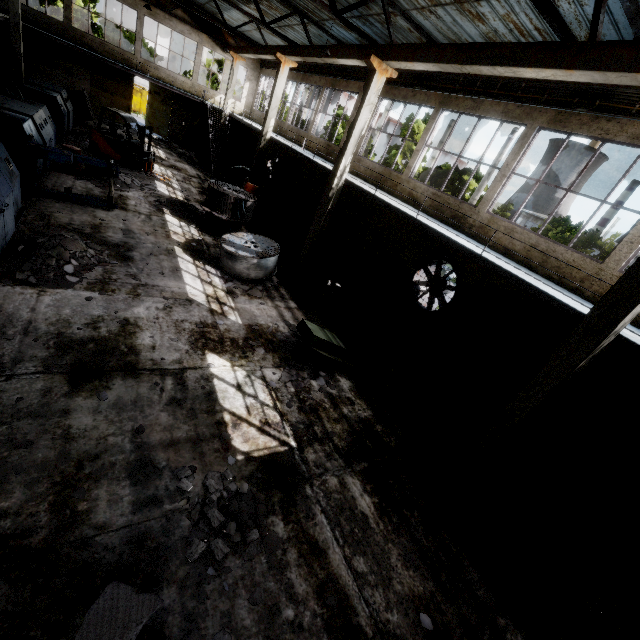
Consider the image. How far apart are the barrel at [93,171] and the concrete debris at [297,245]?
7.83m

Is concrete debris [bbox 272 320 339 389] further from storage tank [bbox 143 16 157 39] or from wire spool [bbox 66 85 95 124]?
storage tank [bbox 143 16 157 39]

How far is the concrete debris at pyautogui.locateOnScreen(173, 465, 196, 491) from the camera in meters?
4.7

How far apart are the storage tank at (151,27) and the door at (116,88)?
50.5 meters

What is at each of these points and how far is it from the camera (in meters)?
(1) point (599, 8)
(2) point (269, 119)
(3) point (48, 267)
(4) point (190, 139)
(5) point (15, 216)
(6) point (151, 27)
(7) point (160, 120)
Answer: (1) roof support, 6.20
(2) column, 18.28
(3) concrete debris, 7.63
(4) wire spool, 27.28
(5) cable machine, 8.95
(6) storage tank, 59.12
(7) door, 27.67

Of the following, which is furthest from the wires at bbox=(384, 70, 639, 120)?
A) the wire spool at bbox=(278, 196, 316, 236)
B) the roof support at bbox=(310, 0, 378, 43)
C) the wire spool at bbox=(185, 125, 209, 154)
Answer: the wire spool at bbox=(185, 125, 209, 154)

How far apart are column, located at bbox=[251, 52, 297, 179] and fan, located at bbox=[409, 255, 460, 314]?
12.4m

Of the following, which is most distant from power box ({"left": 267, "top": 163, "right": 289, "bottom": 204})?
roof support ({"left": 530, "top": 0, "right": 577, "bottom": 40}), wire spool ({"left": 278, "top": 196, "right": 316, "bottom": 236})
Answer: roof support ({"left": 530, "top": 0, "right": 577, "bottom": 40})
